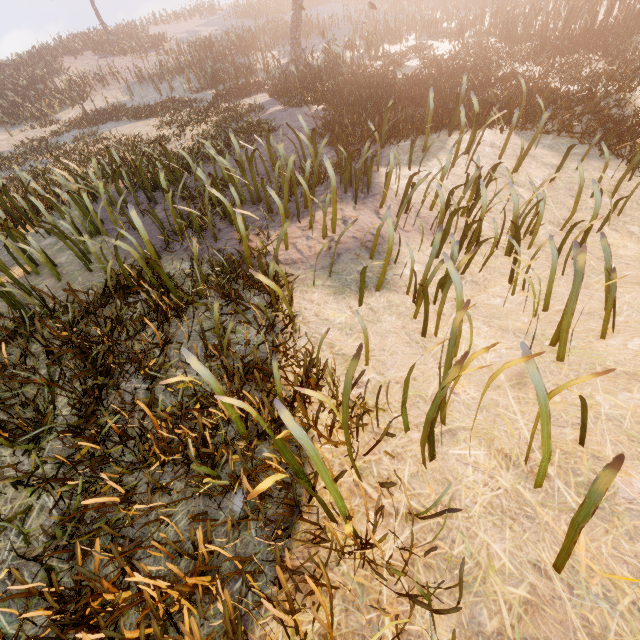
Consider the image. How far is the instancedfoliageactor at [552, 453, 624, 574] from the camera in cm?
132

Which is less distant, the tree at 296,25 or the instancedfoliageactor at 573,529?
the instancedfoliageactor at 573,529

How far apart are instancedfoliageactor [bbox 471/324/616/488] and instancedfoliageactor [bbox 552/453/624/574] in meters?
0.4

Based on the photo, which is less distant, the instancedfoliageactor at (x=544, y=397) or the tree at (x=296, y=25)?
the instancedfoliageactor at (x=544, y=397)

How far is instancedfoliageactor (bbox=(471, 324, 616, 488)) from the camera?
1.7m

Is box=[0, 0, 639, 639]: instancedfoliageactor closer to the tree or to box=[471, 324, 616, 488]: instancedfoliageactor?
box=[471, 324, 616, 488]: instancedfoliageactor

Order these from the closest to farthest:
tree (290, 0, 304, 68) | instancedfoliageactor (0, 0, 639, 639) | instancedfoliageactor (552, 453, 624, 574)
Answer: instancedfoliageactor (552, 453, 624, 574), instancedfoliageactor (0, 0, 639, 639), tree (290, 0, 304, 68)

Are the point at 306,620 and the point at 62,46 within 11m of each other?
no
